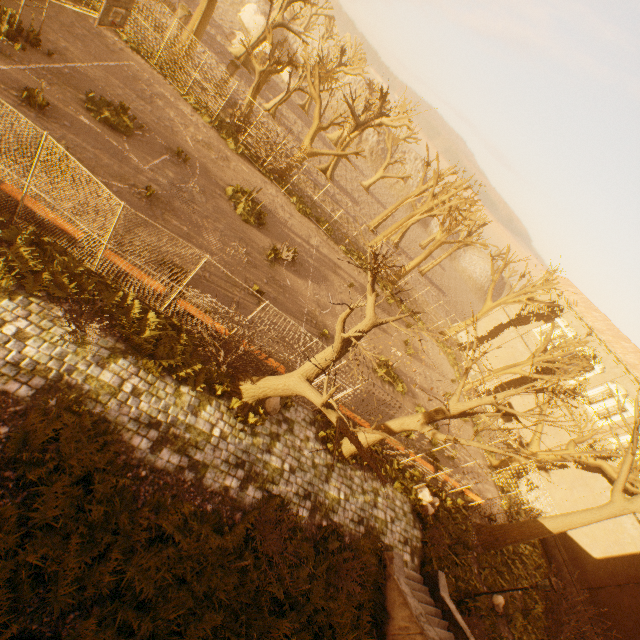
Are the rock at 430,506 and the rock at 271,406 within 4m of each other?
no

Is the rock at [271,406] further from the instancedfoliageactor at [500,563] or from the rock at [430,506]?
the instancedfoliageactor at [500,563]

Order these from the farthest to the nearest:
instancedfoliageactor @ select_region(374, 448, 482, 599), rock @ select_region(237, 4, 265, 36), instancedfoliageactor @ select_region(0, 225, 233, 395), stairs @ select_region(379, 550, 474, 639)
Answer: rock @ select_region(237, 4, 265, 36) < instancedfoliageactor @ select_region(374, 448, 482, 599) < stairs @ select_region(379, 550, 474, 639) < instancedfoliageactor @ select_region(0, 225, 233, 395)

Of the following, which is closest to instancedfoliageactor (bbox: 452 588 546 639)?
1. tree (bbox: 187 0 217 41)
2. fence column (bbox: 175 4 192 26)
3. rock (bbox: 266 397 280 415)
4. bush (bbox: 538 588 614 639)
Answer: tree (bbox: 187 0 217 41)

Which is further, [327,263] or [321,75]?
[321,75]

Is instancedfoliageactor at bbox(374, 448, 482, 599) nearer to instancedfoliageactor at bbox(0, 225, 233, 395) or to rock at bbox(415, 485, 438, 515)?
rock at bbox(415, 485, 438, 515)

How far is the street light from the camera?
10.88m

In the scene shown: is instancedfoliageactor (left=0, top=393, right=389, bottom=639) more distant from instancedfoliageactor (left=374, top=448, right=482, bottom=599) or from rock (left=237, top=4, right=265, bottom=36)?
rock (left=237, top=4, right=265, bottom=36)
